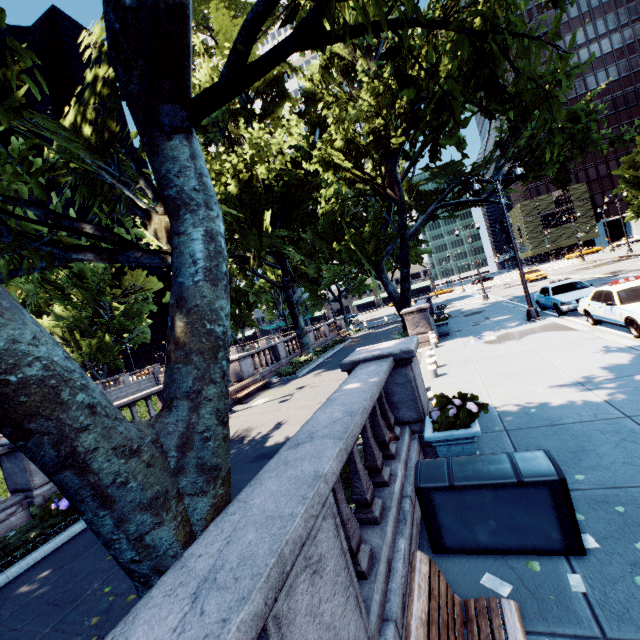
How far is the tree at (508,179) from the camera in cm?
1735

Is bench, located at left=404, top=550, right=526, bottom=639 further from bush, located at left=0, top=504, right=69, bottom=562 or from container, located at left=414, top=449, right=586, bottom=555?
bush, located at left=0, top=504, right=69, bottom=562

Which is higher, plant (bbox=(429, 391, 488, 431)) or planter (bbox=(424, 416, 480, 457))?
plant (bbox=(429, 391, 488, 431))

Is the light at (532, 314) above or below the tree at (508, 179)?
below

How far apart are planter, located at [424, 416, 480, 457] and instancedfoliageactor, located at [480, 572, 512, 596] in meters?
1.7 m

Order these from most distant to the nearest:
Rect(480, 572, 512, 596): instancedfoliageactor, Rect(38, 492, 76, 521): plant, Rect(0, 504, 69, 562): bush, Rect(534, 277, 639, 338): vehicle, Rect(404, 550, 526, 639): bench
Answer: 1. Rect(534, 277, 639, 338): vehicle
2. Rect(38, 492, 76, 521): plant
3. Rect(0, 504, 69, 562): bush
4. Rect(480, 572, 512, 596): instancedfoliageactor
5. Rect(404, 550, 526, 639): bench

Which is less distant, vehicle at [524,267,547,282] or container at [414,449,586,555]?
container at [414,449,586,555]

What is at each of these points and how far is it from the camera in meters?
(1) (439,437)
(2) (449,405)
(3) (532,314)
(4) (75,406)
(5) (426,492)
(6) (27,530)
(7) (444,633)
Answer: (1) planter, 4.9
(2) plant, 5.1
(3) light, 15.5
(4) tree, 2.3
(5) container, 3.8
(6) bush, 7.4
(7) bench, 2.3
